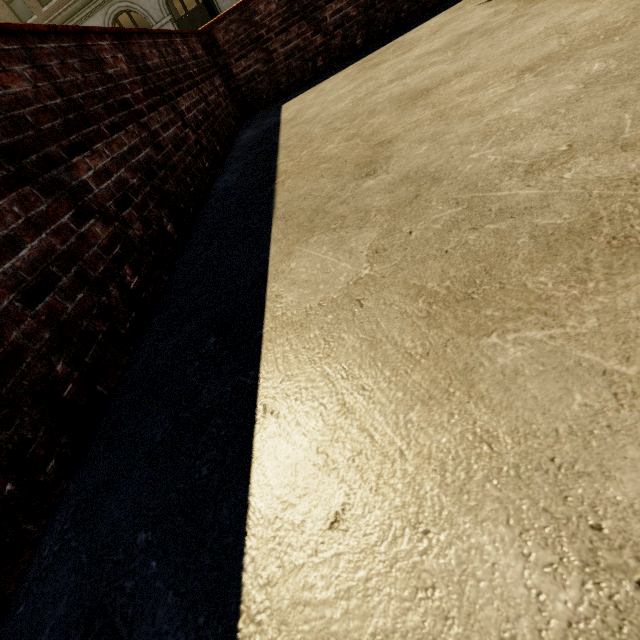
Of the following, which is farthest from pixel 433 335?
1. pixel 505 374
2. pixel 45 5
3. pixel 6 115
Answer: pixel 45 5

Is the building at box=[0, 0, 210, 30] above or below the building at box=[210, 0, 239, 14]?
above

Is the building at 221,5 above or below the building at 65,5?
below
